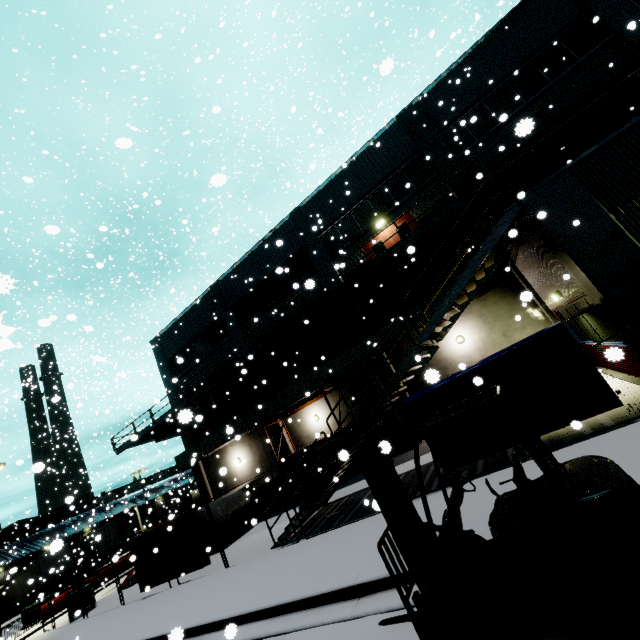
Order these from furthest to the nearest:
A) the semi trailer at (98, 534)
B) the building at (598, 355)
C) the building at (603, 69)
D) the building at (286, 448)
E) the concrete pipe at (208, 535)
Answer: the semi trailer at (98, 534) → the building at (286, 448) → the concrete pipe at (208, 535) → the building at (603, 69) → the building at (598, 355)

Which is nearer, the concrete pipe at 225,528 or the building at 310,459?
the concrete pipe at 225,528

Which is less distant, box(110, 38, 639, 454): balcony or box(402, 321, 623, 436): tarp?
box(402, 321, 623, 436): tarp

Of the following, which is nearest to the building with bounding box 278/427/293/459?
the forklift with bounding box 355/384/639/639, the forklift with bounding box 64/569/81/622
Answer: the forklift with bounding box 355/384/639/639

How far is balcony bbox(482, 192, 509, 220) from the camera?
14.4 meters

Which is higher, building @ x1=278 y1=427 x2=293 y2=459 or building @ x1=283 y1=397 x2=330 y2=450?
building @ x1=283 y1=397 x2=330 y2=450

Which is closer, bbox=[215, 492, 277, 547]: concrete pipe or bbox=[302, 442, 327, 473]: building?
bbox=[215, 492, 277, 547]: concrete pipe

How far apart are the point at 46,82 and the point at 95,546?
48.29m
